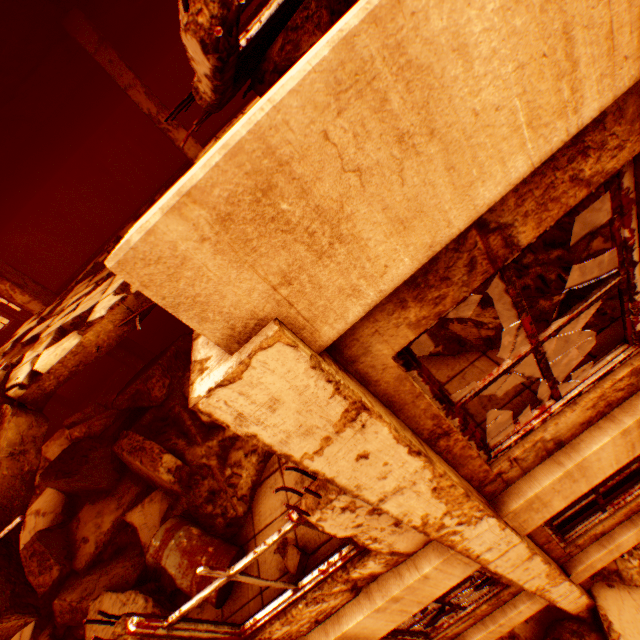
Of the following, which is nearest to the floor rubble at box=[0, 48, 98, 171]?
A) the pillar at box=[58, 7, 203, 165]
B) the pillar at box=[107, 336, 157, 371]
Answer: the pillar at box=[58, 7, 203, 165]

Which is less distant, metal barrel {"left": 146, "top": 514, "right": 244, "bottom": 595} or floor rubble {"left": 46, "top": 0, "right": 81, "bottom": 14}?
metal barrel {"left": 146, "top": 514, "right": 244, "bottom": 595}

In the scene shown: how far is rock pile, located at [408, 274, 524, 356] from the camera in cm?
329

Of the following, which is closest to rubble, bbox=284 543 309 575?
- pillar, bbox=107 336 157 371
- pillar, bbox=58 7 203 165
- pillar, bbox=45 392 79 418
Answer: pillar, bbox=58 7 203 165

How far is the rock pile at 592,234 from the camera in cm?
304

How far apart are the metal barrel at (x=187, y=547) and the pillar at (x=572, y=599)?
2.1 meters

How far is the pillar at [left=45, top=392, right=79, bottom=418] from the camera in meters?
11.4

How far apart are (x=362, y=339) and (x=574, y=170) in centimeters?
107cm
